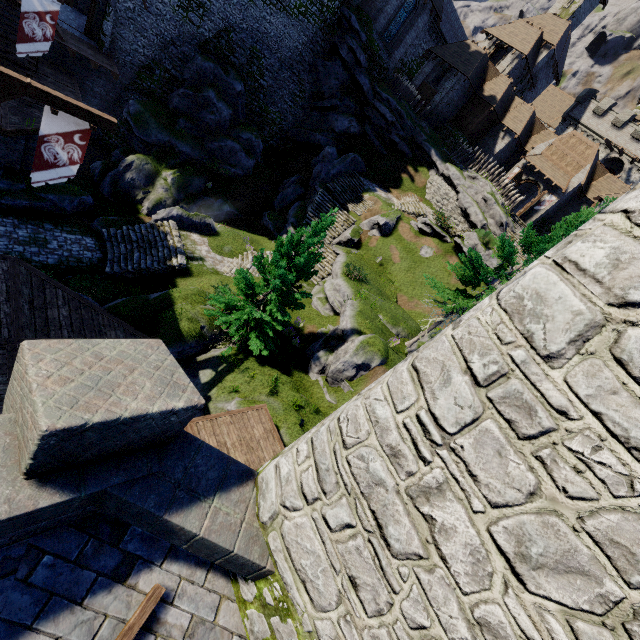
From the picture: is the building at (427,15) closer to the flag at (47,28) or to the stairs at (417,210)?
the stairs at (417,210)

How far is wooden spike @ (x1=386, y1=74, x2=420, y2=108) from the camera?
33.6 meters

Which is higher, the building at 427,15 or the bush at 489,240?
the building at 427,15

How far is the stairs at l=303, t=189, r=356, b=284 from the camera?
24.33m

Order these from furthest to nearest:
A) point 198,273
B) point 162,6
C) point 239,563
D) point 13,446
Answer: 1. point 162,6
2. point 198,273
3. point 239,563
4. point 13,446

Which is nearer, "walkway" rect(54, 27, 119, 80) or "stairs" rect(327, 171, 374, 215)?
"walkway" rect(54, 27, 119, 80)

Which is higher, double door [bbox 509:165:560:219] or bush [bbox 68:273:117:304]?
double door [bbox 509:165:560:219]

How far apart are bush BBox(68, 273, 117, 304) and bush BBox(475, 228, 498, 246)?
25.4m
